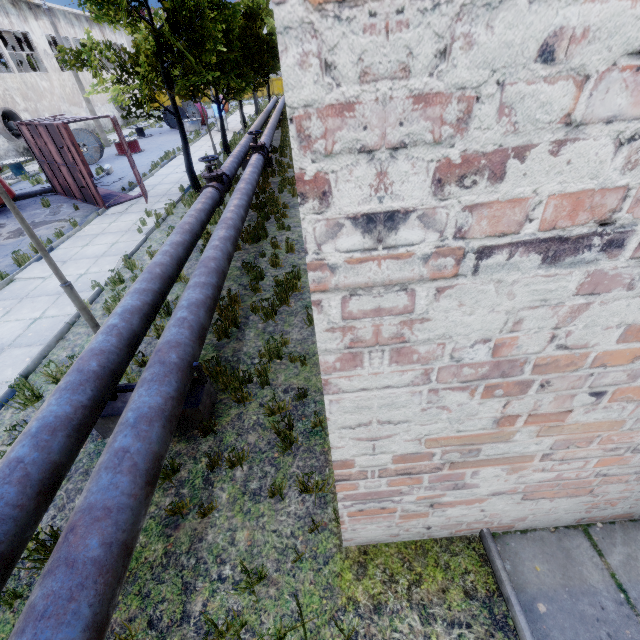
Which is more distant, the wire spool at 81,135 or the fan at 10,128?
the fan at 10,128

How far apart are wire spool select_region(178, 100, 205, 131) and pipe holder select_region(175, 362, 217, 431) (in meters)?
35.23

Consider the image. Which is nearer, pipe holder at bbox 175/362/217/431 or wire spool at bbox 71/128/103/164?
pipe holder at bbox 175/362/217/431

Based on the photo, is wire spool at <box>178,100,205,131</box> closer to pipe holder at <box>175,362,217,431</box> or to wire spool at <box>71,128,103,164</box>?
wire spool at <box>71,128,103,164</box>

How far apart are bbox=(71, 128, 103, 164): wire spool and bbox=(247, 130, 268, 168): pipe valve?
13.6 meters

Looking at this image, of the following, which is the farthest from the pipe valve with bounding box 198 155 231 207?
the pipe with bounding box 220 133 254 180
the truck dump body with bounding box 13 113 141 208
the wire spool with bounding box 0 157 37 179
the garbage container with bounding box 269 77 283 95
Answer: the garbage container with bounding box 269 77 283 95

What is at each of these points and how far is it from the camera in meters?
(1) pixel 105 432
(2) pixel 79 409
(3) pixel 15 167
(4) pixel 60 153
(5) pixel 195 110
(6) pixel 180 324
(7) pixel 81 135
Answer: (1) pipe holder, 4.6
(2) pipe, 3.6
(3) wire spool, 20.3
(4) truck dump body, 12.9
(5) wire spool, 31.7
(6) pipe, 4.5
(7) wire spool, 20.6

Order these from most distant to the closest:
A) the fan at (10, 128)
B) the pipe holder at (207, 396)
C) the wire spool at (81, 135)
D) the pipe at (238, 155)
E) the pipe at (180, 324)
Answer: the fan at (10, 128) < the wire spool at (81, 135) < the pipe at (238, 155) < the pipe holder at (207, 396) < the pipe at (180, 324)
